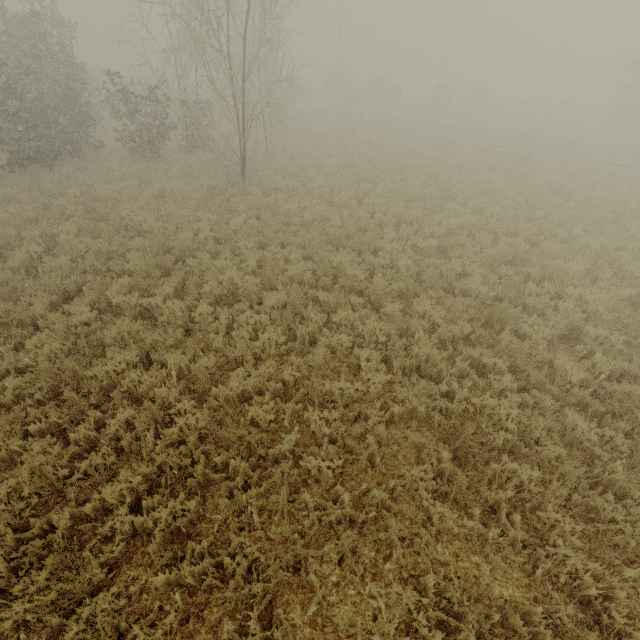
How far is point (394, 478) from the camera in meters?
4.6 m
